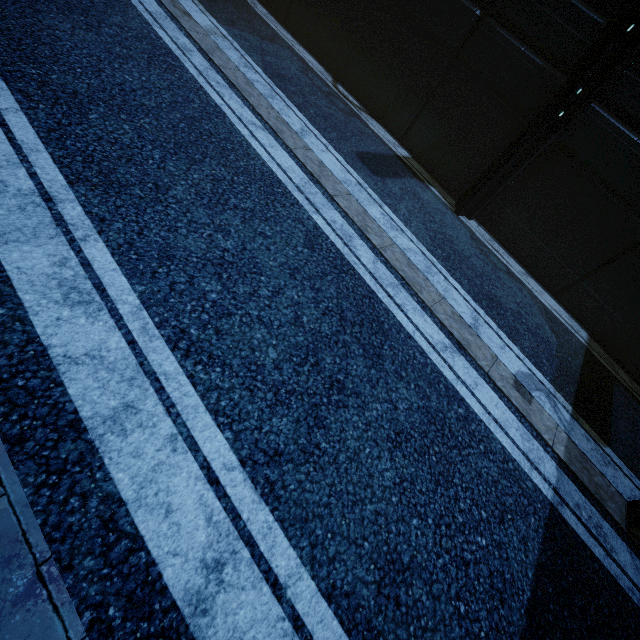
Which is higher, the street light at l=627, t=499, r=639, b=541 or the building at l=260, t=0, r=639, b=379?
the building at l=260, t=0, r=639, b=379

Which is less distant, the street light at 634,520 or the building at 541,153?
the street light at 634,520

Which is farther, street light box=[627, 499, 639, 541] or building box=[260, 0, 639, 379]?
building box=[260, 0, 639, 379]

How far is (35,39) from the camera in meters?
4.1 m

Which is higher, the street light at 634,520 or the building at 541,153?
A: the building at 541,153
